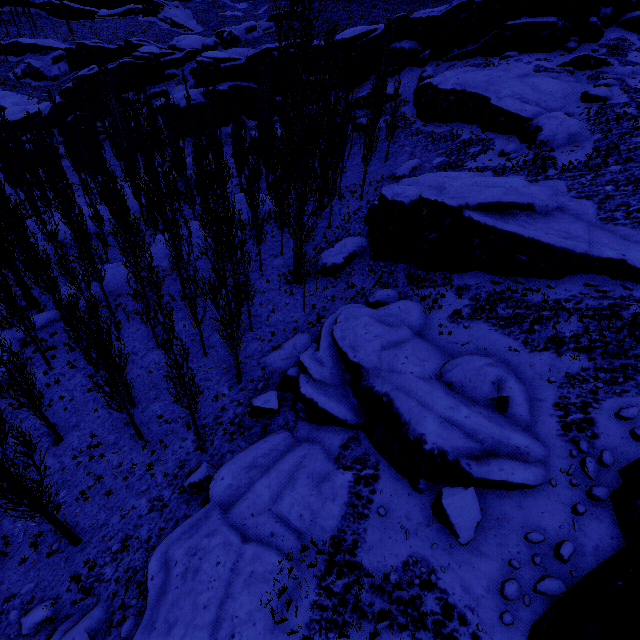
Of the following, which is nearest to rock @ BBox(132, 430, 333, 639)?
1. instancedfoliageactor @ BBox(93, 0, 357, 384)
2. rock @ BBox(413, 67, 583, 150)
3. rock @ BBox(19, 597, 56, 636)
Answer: instancedfoliageactor @ BBox(93, 0, 357, 384)

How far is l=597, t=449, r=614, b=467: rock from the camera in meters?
9.4

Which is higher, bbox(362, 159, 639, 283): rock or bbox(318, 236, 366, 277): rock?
bbox(362, 159, 639, 283): rock

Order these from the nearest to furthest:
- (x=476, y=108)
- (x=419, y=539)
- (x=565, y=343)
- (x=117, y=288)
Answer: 1. (x=419, y=539)
2. (x=565, y=343)
3. (x=117, y=288)
4. (x=476, y=108)

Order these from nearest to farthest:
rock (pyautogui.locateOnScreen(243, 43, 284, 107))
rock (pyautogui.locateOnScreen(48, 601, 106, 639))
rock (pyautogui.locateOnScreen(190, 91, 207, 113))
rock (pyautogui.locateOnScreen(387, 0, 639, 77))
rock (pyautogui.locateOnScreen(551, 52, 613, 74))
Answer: rock (pyautogui.locateOnScreen(48, 601, 106, 639)) < rock (pyautogui.locateOnScreen(551, 52, 613, 74)) < rock (pyautogui.locateOnScreen(387, 0, 639, 77)) < rock (pyautogui.locateOnScreen(243, 43, 284, 107)) < rock (pyautogui.locateOnScreen(190, 91, 207, 113))

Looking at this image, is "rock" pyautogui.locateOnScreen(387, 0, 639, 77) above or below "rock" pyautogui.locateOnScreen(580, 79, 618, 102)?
above

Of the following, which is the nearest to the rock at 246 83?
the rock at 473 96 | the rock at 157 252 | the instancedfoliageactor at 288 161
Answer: the instancedfoliageactor at 288 161

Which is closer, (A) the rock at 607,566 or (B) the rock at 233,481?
(A) the rock at 607,566
